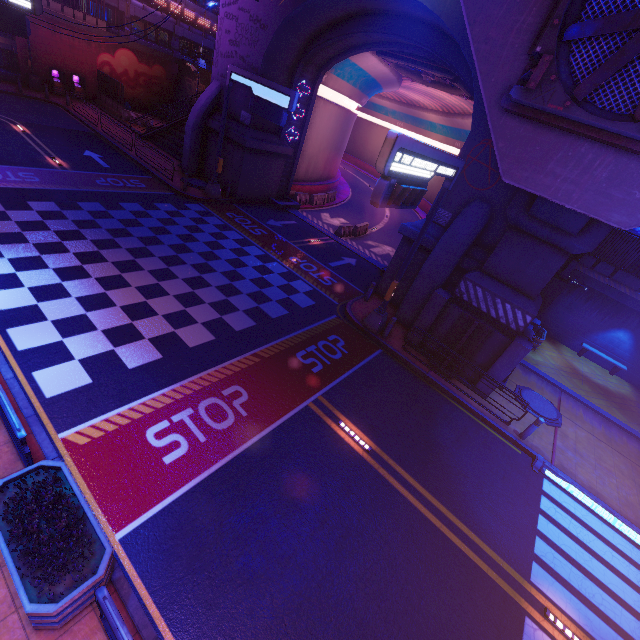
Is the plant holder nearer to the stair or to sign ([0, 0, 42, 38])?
sign ([0, 0, 42, 38])

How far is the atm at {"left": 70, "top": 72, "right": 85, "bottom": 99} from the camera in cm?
2958

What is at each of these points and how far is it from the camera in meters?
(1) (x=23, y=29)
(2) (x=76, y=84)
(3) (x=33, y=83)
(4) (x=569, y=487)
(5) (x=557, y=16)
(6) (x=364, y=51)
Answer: (1) sign, 11.3
(2) atm, 30.1
(3) street light, 27.8
(4) floor crosswalk, 10.5
(5) vent, 6.8
(6) tunnel, 19.8

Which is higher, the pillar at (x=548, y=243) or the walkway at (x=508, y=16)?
the walkway at (x=508, y=16)

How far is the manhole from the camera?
13.06m

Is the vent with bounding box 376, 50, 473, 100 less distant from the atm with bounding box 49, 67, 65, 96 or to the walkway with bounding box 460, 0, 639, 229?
the walkway with bounding box 460, 0, 639, 229

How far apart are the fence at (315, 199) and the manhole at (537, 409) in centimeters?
2085cm

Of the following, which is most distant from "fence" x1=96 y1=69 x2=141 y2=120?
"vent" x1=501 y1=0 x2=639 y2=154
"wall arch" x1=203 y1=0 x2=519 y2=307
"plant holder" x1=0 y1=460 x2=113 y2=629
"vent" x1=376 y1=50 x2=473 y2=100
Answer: "plant holder" x1=0 y1=460 x2=113 y2=629
